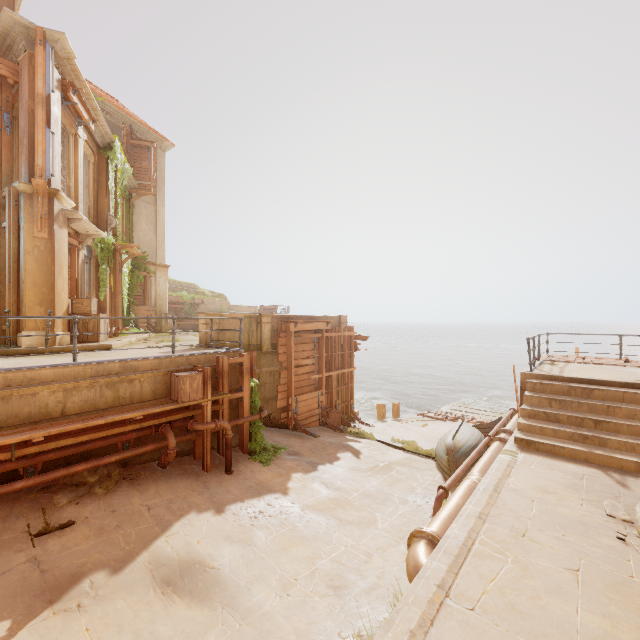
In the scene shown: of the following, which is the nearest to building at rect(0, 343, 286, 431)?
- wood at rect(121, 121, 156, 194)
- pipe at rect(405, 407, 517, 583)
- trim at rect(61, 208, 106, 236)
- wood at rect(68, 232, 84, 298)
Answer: wood at rect(68, 232, 84, 298)

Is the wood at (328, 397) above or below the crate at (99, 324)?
below

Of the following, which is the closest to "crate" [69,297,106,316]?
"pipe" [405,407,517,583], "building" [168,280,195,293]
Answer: "building" [168,280,195,293]

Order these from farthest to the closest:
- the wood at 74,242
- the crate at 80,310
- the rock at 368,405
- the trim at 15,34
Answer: the rock at 368,405 → the wood at 74,242 → the crate at 80,310 → the trim at 15,34

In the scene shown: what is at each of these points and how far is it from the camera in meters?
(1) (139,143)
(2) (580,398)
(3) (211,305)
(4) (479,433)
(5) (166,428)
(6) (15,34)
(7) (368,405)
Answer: (1) wood, 19.5 m
(2) stairs, 8.0 m
(3) building, 33.7 m
(4) boat, 11.4 m
(5) pipe, 7.4 m
(6) trim, 9.0 m
(7) rock, 30.2 m

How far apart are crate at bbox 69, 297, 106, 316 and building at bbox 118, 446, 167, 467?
5.1 meters

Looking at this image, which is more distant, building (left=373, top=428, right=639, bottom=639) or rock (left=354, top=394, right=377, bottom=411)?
rock (left=354, top=394, right=377, bottom=411)

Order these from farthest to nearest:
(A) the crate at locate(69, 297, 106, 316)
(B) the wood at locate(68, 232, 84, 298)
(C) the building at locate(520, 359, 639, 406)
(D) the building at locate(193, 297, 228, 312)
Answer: (D) the building at locate(193, 297, 228, 312) → (B) the wood at locate(68, 232, 84, 298) → (A) the crate at locate(69, 297, 106, 316) → (C) the building at locate(520, 359, 639, 406)
